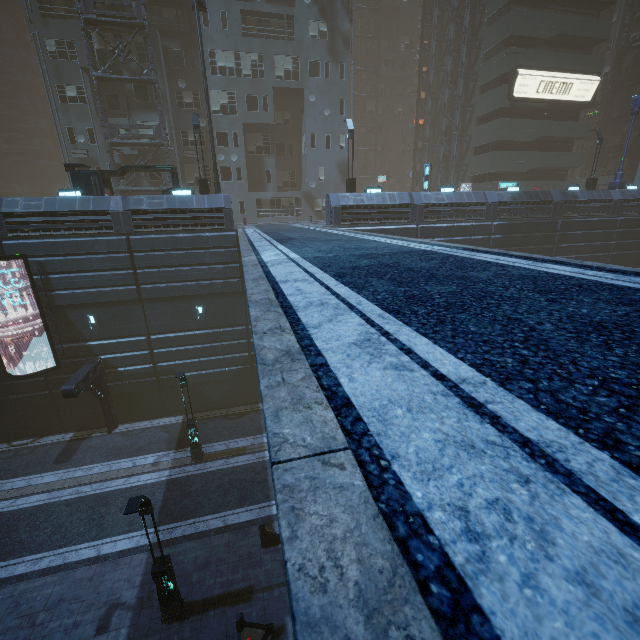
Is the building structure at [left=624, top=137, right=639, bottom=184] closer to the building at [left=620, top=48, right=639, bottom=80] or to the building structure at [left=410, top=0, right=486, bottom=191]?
the building at [left=620, top=48, right=639, bottom=80]

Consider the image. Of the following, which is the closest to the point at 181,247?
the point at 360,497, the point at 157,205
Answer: the point at 157,205

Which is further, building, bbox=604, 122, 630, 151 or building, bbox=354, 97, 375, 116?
building, bbox=354, 97, 375, 116

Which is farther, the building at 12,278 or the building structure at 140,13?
the building structure at 140,13

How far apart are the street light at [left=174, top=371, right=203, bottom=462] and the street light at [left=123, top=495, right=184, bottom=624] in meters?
6.7

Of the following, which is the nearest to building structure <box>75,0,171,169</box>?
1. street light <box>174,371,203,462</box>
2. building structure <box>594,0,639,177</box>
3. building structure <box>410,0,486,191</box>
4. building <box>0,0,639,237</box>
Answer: building <box>0,0,639,237</box>

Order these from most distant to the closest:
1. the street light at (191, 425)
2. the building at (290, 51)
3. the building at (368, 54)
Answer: the building at (368, 54), the building at (290, 51), the street light at (191, 425)
